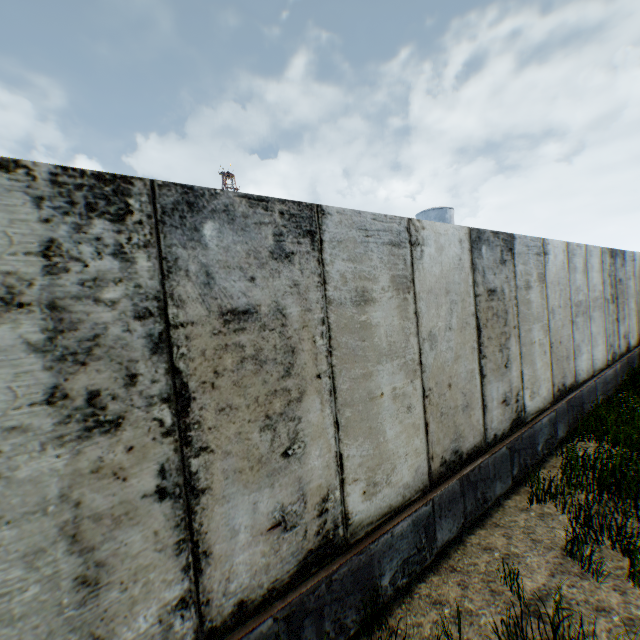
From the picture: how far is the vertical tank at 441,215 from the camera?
35.1m

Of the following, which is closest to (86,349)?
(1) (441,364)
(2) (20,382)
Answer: (2) (20,382)

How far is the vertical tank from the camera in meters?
35.1 m
